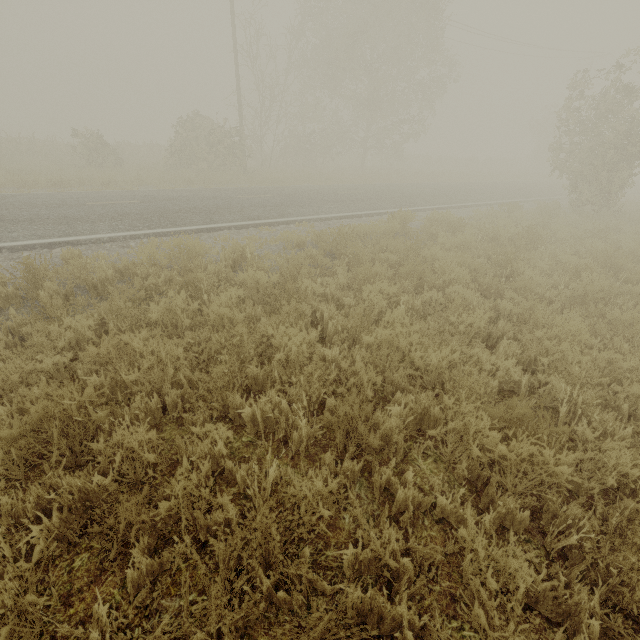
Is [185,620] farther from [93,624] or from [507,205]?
[507,205]
